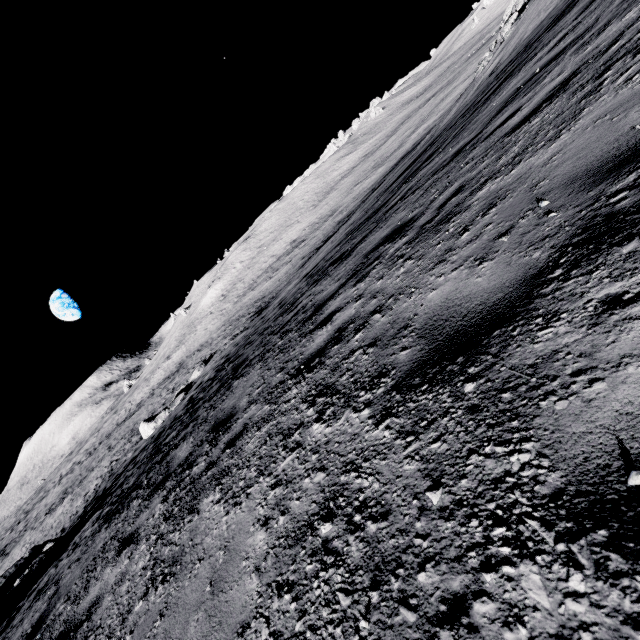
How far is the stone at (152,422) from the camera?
24.6 meters

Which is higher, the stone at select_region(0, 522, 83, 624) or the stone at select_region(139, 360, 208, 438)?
the stone at select_region(0, 522, 83, 624)

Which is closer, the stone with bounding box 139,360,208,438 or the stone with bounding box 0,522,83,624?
the stone with bounding box 0,522,83,624

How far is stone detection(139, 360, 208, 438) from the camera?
24.6m

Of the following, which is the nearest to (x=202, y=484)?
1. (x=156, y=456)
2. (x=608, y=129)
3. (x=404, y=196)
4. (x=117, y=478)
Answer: (x=608, y=129)

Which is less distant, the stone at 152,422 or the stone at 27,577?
the stone at 27,577
